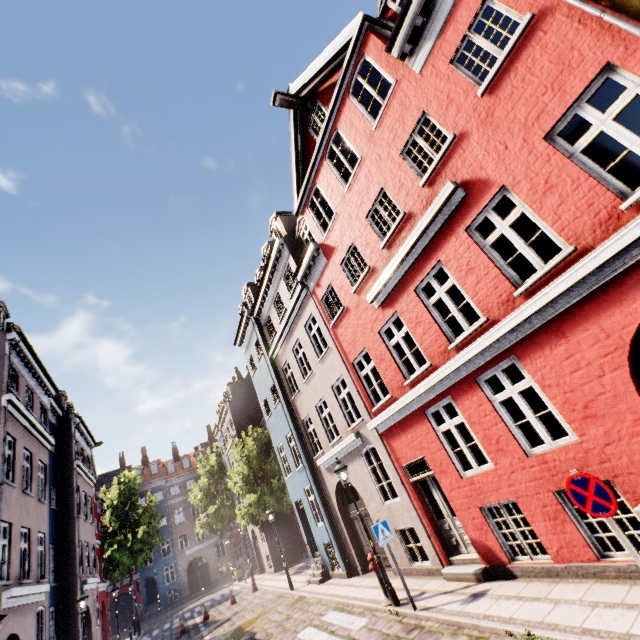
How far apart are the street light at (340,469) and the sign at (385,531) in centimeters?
98cm

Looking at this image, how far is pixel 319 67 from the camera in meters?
10.4 m

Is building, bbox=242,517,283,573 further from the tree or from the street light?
the tree

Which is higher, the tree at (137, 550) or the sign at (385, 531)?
the tree at (137, 550)

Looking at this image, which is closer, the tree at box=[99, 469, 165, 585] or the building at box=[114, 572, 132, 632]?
the tree at box=[99, 469, 165, 585]

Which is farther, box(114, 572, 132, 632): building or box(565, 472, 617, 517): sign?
box(114, 572, 132, 632): building

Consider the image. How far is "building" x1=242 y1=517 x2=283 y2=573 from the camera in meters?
24.1 m

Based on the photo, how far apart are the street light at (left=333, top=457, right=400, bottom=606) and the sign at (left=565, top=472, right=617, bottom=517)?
6.36m
